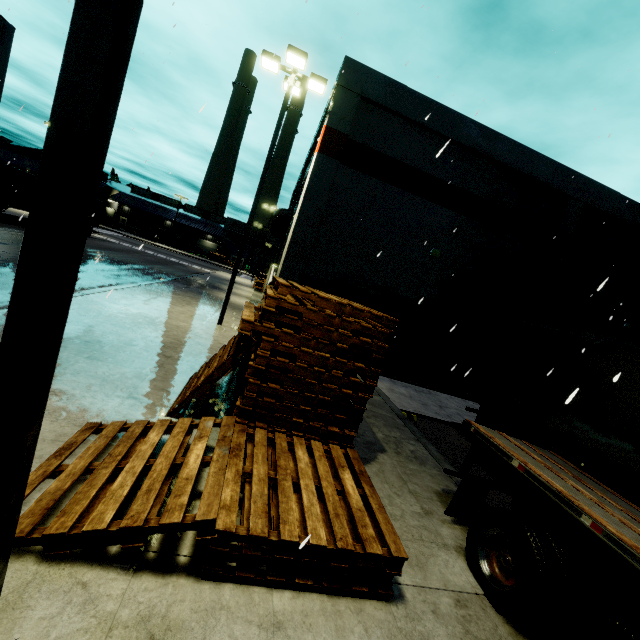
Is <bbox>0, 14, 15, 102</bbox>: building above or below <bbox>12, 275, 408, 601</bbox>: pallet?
above

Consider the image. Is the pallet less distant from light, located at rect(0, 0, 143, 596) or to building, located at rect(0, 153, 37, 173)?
building, located at rect(0, 153, 37, 173)

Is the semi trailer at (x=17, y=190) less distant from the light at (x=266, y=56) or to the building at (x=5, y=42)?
the building at (x=5, y=42)

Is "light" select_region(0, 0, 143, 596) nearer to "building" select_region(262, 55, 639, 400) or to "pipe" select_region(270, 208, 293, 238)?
"building" select_region(262, 55, 639, 400)

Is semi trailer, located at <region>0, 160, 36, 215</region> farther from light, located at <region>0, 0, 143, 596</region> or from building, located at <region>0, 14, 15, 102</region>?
light, located at <region>0, 0, 143, 596</region>

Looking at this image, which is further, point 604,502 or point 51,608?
point 604,502

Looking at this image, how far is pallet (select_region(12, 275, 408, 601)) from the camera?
2.9 meters

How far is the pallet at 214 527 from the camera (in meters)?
2.87
